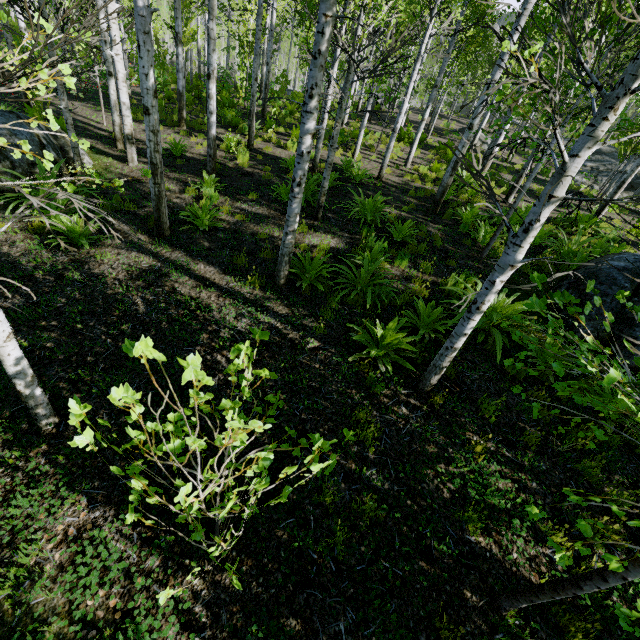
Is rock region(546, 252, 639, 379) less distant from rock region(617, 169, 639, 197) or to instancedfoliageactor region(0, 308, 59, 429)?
instancedfoliageactor region(0, 308, 59, 429)

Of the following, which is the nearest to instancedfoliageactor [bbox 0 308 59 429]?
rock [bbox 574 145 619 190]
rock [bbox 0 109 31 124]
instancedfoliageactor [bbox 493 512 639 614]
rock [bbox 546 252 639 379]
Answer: instancedfoliageactor [bbox 493 512 639 614]

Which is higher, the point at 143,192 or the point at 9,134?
the point at 9,134

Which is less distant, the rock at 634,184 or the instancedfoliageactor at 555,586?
the instancedfoliageactor at 555,586

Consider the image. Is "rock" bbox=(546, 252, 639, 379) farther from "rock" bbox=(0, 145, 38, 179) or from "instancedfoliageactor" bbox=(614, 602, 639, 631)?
"rock" bbox=(0, 145, 38, 179)

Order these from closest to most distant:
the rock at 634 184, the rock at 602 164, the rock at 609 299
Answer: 1. the rock at 609 299
2. the rock at 634 184
3. the rock at 602 164

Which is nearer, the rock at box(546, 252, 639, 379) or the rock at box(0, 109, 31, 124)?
the rock at box(546, 252, 639, 379)
